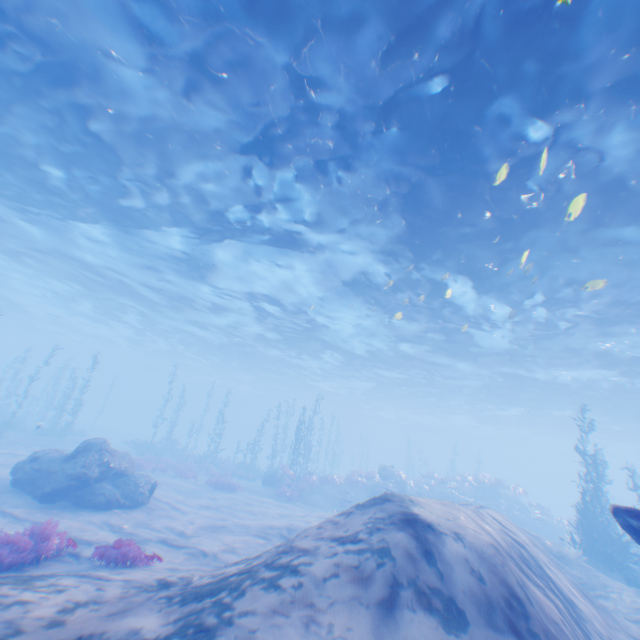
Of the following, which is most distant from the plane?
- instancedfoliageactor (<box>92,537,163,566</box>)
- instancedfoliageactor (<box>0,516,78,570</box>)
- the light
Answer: instancedfoliageactor (<box>0,516,78,570</box>)

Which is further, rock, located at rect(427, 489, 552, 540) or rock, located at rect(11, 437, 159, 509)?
rock, located at rect(427, 489, 552, 540)

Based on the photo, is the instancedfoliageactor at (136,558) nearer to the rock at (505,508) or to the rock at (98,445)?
the rock at (98,445)

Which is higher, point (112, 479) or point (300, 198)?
point (300, 198)

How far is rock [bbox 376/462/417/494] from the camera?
23.44m

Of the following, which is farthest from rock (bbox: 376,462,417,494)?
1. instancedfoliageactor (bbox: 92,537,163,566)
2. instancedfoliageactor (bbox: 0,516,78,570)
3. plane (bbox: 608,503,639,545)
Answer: instancedfoliageactor (bbox: 0,516,78,570)

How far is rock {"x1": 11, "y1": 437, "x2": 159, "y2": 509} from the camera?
11.95m

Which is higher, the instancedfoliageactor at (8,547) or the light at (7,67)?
the light at (7,67)
